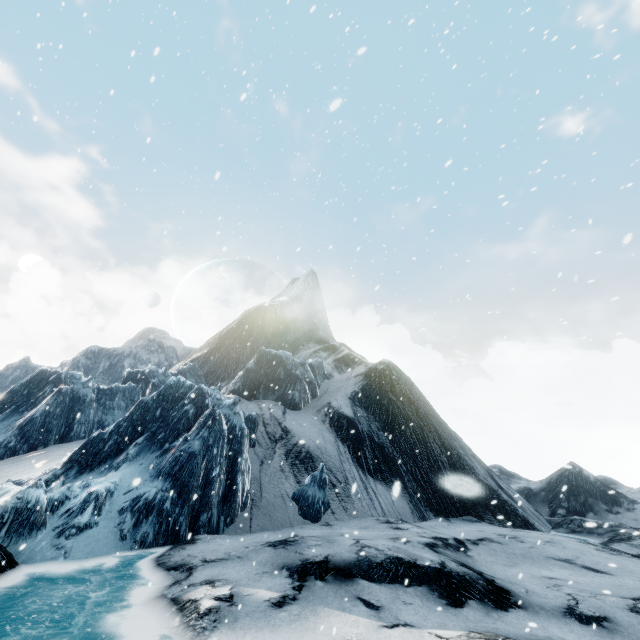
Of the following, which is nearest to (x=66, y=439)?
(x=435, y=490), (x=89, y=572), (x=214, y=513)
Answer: (x=214, y=513)
